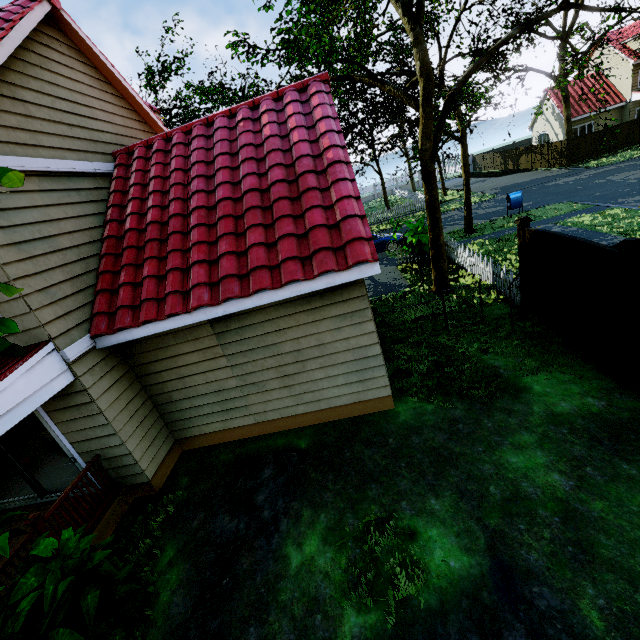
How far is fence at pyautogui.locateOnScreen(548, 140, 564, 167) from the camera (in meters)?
28.02

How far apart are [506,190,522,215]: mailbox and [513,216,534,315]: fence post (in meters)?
12.45

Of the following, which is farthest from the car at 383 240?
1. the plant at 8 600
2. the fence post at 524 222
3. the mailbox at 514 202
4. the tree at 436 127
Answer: the plant at 8 600

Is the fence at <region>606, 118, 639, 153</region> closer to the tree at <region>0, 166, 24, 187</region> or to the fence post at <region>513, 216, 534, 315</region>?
the fence post at <region>513, 216, 534, 315</region>

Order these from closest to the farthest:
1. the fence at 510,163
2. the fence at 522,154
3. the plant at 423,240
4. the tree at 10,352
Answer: the tree at 10,352 < the plant at 423,240 < the fence at 522,154 < the fence at 510,163

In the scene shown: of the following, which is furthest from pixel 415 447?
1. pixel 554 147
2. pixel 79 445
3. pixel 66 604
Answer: pixel 554 147

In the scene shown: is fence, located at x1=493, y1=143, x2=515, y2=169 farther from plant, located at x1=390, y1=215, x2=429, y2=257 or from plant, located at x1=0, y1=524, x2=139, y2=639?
plant, located at x1=0, y1=524, x2=139, y2=639

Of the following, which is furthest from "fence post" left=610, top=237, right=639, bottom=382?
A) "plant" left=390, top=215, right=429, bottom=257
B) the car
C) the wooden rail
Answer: the car
